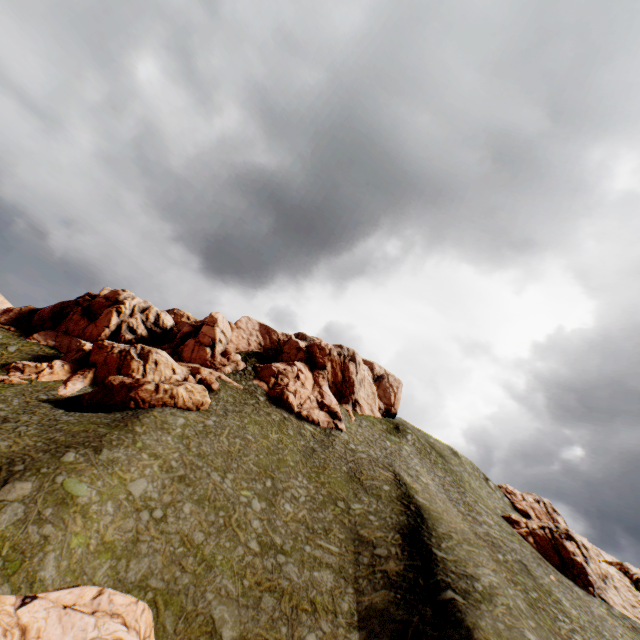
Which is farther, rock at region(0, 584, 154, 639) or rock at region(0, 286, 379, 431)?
rock at region(0, 286, 379, 431)

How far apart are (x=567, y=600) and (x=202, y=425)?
39.5 meters

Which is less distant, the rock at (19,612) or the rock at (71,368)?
the rock at (19,612)

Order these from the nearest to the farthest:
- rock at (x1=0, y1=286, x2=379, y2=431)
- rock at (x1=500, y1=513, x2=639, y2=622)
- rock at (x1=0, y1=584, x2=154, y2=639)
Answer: rock at (x1=0, y1=584, x2=154, y2=639)
rock at (x1=0, y1=286, x2=379, y2=431)
rock at (x1=500, y1=513, x2=639, y2=622)

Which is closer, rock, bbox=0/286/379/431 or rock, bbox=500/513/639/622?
rock, bbox=0/286/379/431

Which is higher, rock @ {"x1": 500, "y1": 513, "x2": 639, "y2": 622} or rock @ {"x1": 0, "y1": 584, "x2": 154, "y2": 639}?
rock @ {"x1": 500, "y1": 513, "x2": 639, "y2": 622}

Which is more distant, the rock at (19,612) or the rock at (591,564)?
the rock at (591,564)
